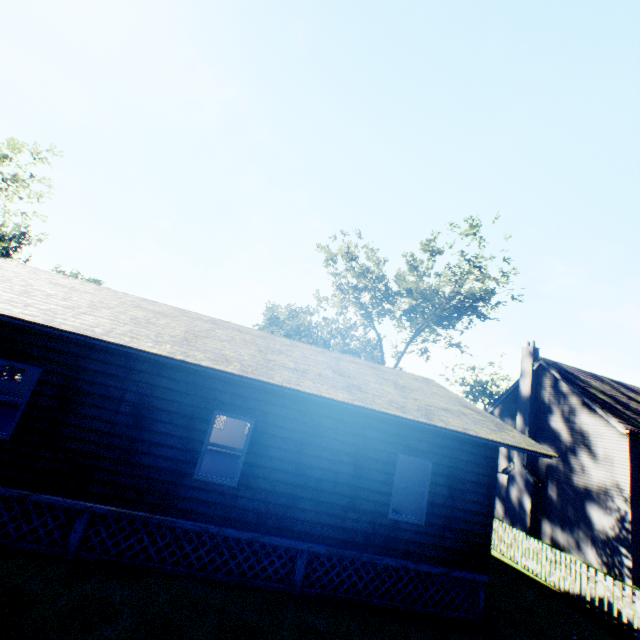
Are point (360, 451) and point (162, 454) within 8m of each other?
yes

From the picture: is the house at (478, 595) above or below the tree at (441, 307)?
below

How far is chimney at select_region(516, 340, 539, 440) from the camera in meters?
21.9

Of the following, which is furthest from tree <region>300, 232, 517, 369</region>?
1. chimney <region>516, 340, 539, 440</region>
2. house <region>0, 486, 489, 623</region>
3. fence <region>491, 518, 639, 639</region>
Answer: house <region>0, 486, 489, 623</region>

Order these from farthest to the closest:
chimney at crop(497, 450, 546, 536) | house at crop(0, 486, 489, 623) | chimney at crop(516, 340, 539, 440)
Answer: chimney at crop(516, 340, 539, 440)
chimney at crop(497, 450, 546, 536)
house at crop(0, 486, 489, 623)

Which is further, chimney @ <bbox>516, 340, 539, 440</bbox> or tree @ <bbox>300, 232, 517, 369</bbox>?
tree @ <bbox>300, 232, 517, 369</bbox>

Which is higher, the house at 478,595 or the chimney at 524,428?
the chimney at 524,428
